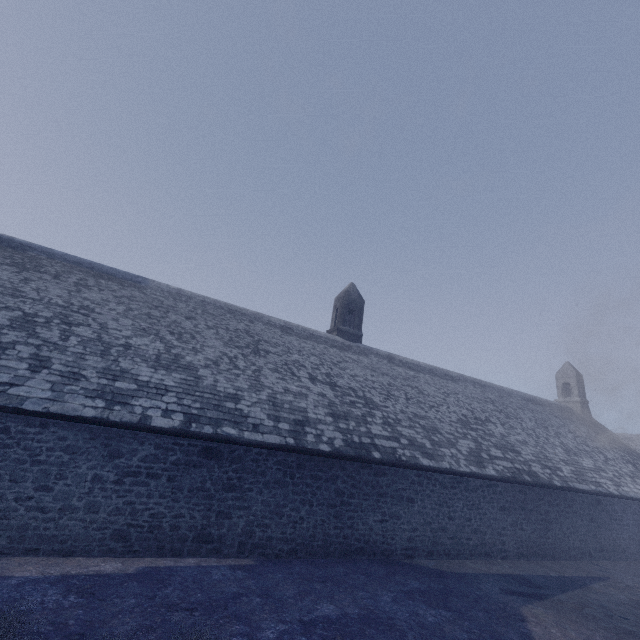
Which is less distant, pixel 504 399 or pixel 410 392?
pixel 410 392
